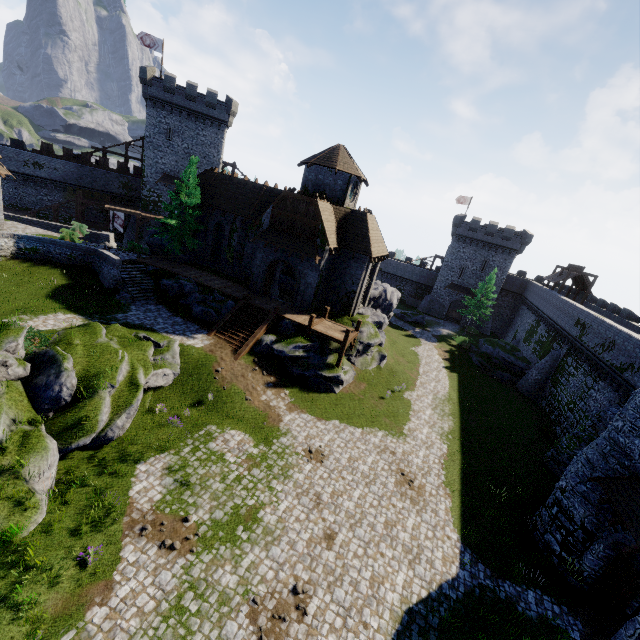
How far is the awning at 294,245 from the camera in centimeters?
2536cm

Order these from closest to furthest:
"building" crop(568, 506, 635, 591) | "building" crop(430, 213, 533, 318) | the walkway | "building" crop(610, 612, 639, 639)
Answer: "building" crop(610, 612, 639, 639)
"building" crop(568, 506, 635, 591)
the walkway
"building" crop(430, 213, 533, 318)

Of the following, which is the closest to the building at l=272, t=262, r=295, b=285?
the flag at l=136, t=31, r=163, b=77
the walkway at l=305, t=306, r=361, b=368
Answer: the walkway at l=305, t=306, r=361, b=368

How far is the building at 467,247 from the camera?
50.06m

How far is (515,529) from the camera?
17.0m

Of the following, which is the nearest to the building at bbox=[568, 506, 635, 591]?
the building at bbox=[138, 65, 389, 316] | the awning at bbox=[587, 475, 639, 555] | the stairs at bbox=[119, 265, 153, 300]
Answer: the awning at bbox=[587, 475, 639, 555]

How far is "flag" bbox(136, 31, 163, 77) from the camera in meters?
38.8

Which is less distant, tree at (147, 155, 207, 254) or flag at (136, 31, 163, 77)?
tree at (147, 155, 207, 254)
